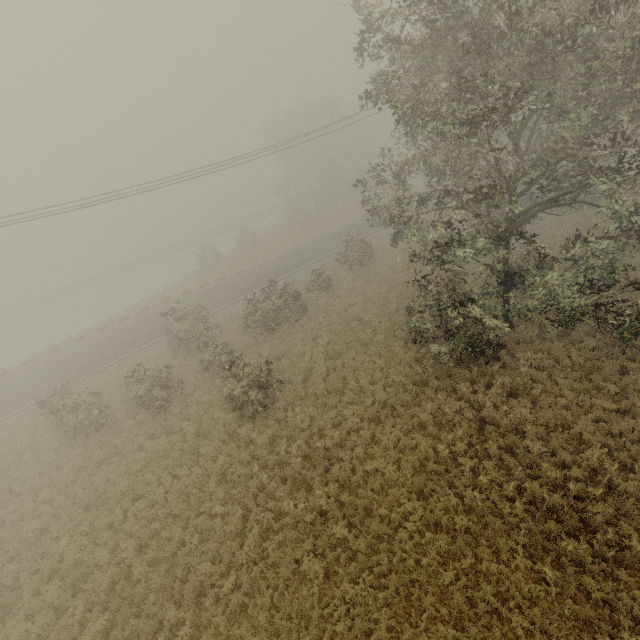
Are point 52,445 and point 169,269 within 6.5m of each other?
no
